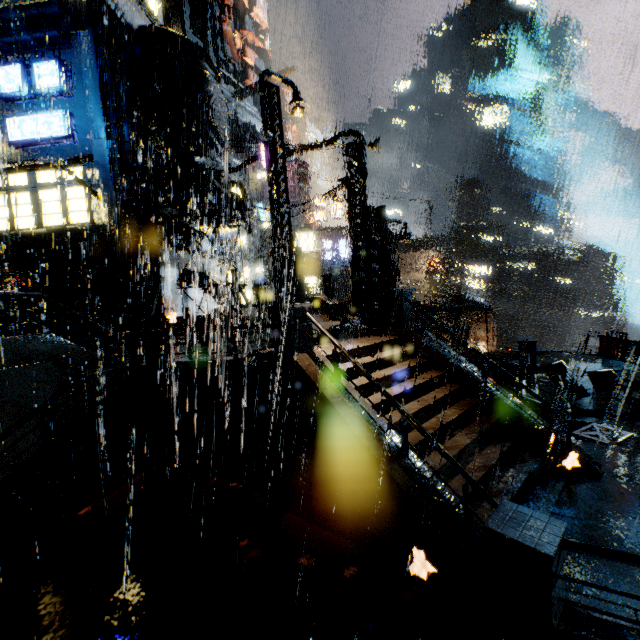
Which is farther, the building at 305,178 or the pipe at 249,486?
the building at 305,178

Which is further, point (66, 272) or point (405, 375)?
point (66, 272)

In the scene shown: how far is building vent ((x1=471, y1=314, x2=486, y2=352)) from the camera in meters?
27.7 m

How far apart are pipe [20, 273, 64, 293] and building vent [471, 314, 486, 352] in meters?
27.9

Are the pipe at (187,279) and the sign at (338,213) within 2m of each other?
no

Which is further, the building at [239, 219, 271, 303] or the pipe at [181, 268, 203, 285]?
the building at [239, 219, 271, 303]

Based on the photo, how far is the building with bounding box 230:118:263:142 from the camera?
51.8m

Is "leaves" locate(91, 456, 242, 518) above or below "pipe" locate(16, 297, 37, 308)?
below
